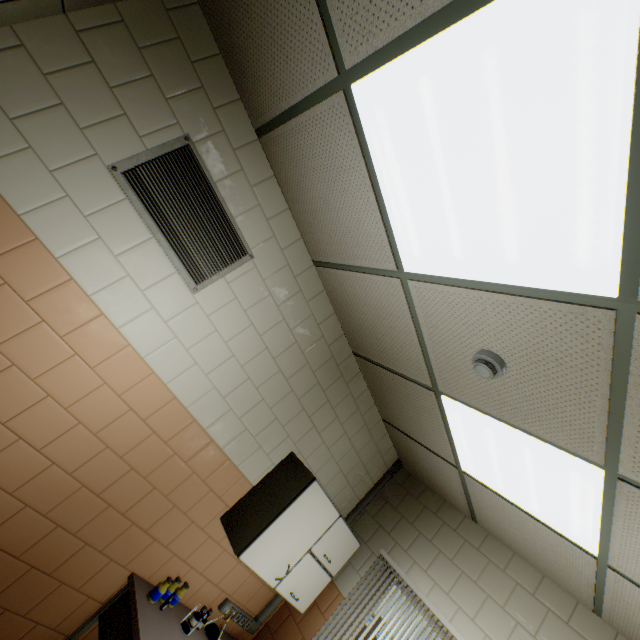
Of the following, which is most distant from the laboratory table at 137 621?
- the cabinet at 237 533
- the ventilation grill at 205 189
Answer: the ventilation grill at 205 189

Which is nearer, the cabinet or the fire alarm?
the fire alarm

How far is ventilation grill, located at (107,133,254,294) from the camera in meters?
1.9 m

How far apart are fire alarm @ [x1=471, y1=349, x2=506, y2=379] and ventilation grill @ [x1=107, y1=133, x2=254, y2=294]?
1.6 meters

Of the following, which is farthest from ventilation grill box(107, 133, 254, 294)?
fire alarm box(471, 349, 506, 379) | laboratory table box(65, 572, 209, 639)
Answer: laboratory table box(65, 572, 209, 639)

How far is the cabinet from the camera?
2.5 meters

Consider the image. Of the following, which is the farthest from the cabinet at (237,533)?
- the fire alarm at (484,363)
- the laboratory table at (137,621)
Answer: the fire alarm at (484,363)

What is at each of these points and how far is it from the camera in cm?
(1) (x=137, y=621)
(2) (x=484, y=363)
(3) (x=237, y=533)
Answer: (1) laboratory table, 210
(2) fire alarm, 169
(3) cabinet, 255
